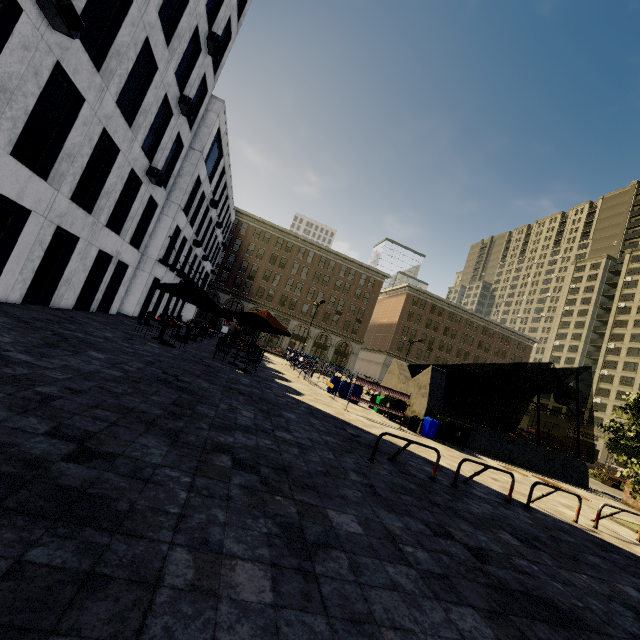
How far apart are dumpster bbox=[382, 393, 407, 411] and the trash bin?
1.0 meters

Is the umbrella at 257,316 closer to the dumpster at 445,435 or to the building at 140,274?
the dumpster at 445,435

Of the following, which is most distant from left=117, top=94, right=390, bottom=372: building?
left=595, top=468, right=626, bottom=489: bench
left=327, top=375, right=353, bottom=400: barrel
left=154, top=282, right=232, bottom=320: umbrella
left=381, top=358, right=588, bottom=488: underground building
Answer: left=327, top=375, right=353, bottom=400: barrel

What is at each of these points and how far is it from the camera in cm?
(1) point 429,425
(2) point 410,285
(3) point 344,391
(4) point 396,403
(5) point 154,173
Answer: (1) trash bin, 1434
(2) building, 5894
(3) barrel, 1845
(4) dumpster, 1572
(5) air conditioner, 1520

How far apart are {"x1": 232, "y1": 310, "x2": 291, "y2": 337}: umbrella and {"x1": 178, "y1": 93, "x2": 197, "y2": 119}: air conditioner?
10.5 meters

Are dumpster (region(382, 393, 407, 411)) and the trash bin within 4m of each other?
yes

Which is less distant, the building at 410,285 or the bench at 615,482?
the bench at 615,482

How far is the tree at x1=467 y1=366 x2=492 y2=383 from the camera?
28.3 meters
